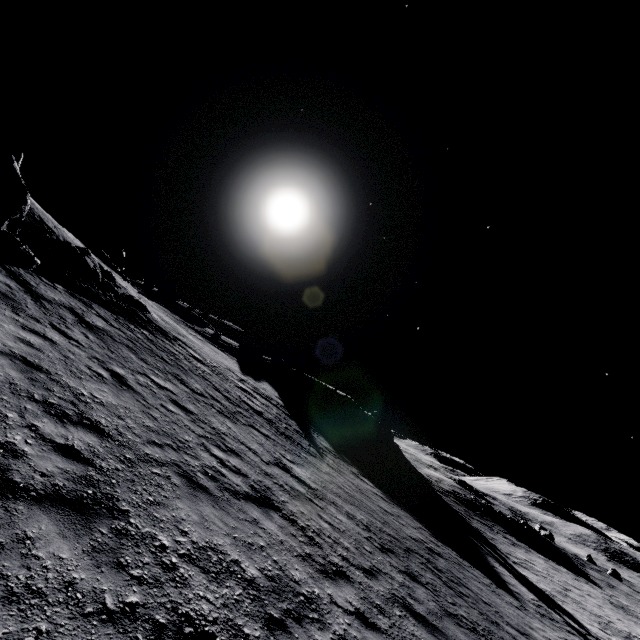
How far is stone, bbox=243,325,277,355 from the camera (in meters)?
56.50

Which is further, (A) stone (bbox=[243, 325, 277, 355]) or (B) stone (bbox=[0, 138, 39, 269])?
(A) stone (bbox=[243, 325, 277, 355])

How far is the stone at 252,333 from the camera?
56.50m

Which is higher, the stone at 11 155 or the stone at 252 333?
the stone at 252 333

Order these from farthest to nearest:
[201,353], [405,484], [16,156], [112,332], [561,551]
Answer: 1. [561,551]
2. [405,484]
3. [201,353]
4. [16,156]
5. [112,332]

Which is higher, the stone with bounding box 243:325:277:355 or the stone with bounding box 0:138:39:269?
the stone with bounding box 243:325:277:355
